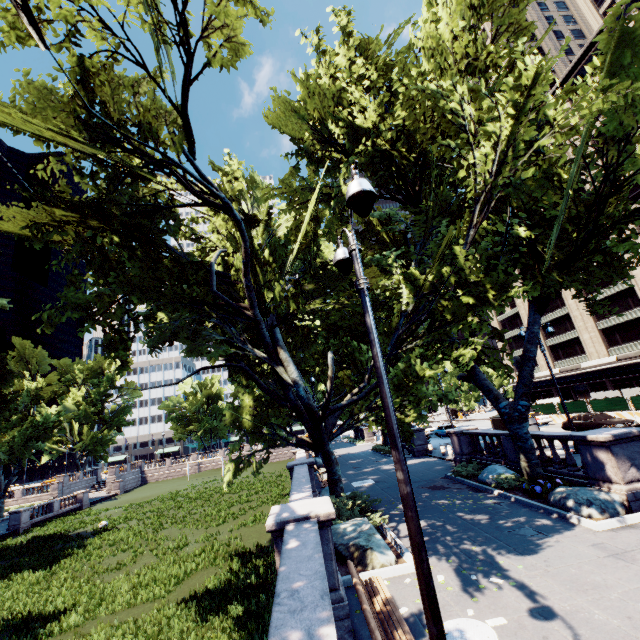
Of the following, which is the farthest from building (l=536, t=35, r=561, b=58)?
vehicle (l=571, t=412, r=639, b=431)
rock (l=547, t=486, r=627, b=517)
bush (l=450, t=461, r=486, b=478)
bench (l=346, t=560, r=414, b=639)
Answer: bench (l=346, t=560, r=414, b=639)

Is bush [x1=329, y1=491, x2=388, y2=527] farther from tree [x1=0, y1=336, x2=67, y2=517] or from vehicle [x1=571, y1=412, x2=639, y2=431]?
vehicle [x1=571, y1=412, x2=639, y2=431]

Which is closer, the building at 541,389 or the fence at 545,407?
the fence at 545,407

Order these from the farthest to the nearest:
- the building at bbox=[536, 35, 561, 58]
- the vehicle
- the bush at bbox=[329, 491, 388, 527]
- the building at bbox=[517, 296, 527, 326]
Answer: the building at bbox=[536, 35, 561, 58] → the building at bbox=[517, 296, 527, 326] → the vehicle → the bush at bbox=[329, 491, 388, 527]

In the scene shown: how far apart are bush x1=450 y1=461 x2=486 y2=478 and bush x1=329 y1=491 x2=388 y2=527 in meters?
7.2

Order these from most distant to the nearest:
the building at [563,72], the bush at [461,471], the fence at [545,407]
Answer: the building at [563,72], the fence at [545,407], the bush at [461,471]

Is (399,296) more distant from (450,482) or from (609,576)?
(609,576)

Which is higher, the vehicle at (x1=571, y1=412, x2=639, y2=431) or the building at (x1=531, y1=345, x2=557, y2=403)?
the building at (x1=531, y1=345, x2=557, y2=403)
